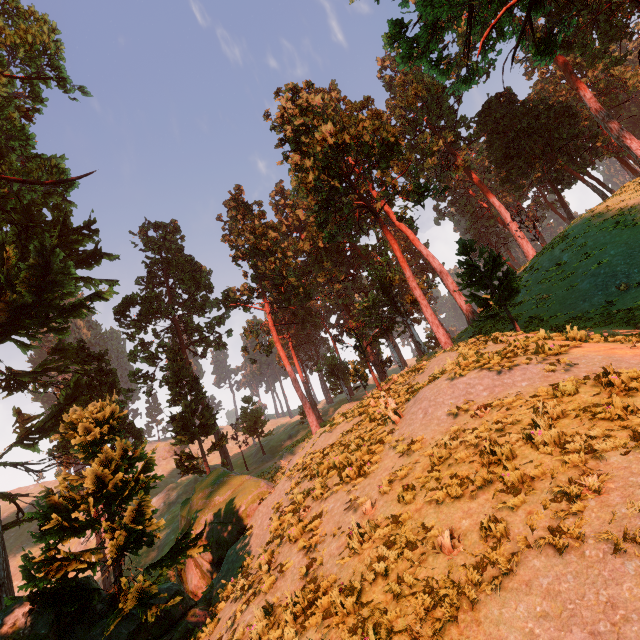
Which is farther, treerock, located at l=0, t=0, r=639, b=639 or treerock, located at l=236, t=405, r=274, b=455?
treerock, located at l=236, t=405, r=274, b=455

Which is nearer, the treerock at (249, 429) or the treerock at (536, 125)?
the treerock at (536, 125)

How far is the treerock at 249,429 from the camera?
43.88m

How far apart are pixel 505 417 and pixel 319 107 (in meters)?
28.23

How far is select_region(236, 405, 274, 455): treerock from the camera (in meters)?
43.88
